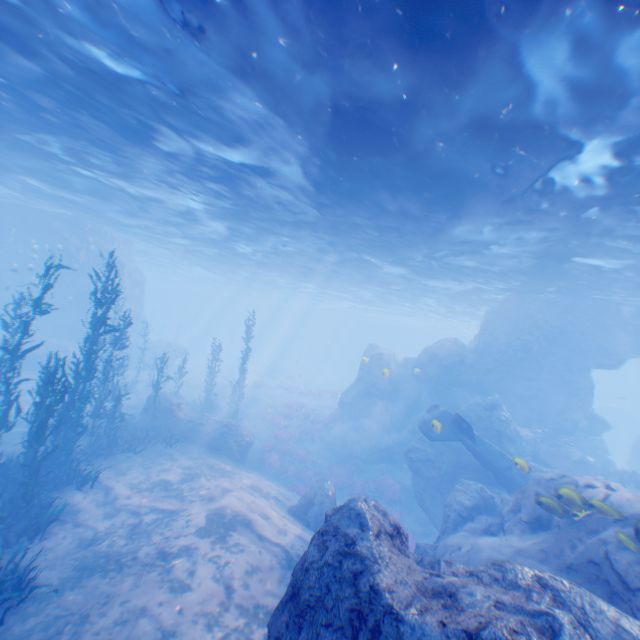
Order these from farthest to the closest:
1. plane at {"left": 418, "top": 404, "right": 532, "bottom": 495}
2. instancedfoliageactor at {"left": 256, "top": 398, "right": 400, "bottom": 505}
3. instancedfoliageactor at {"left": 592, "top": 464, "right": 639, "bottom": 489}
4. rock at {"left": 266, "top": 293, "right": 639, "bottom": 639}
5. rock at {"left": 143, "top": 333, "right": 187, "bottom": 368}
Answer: rock at {"left": 143, "top": 333, "right": 187, "bottom": 368} → instancedfoliageactor at {"left": 256, "top": 398, "right": 400, "bottom": 505} → instancedfoliageactor at {"left": 592, "top": 464, "right": 639, "bottom": 489} → plane at {"left": 418, "top": 404, "right": 532, "bottom": 495} → rock at {"left": 266, "top": 293, "right": 639, "bottom": 639}

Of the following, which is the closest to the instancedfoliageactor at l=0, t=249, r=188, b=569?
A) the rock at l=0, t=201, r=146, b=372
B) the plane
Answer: the rock at l=0, t=201, r=146, b=372

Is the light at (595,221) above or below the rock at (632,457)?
above

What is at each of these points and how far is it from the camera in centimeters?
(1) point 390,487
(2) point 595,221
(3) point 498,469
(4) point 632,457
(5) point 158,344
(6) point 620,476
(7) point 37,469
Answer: (1) instancedfoliageactor, 1877cm
(2) light, 1185cm
(3) plane, 1434cm
(4) rock, 2888cm
(5) rock, 3444cm
(6) instancedfoliageactor, 1803cm
(7) instancedfoliageactor, 893cm

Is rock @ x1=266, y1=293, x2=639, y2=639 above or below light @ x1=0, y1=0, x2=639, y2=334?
below

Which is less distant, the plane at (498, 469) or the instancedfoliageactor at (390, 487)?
the plane at (498, 469)

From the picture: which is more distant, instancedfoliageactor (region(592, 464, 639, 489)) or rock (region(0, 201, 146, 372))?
rock (region(0, 201, 146, 372))

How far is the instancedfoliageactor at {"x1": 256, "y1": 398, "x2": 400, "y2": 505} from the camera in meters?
18.8
